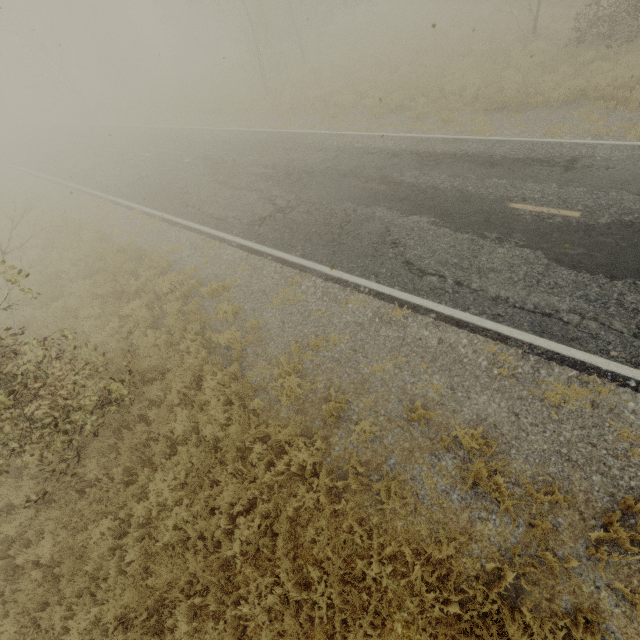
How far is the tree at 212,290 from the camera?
8.81m

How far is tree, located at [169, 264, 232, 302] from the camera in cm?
881

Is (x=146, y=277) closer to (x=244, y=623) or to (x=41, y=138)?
(x=244, y=623)
